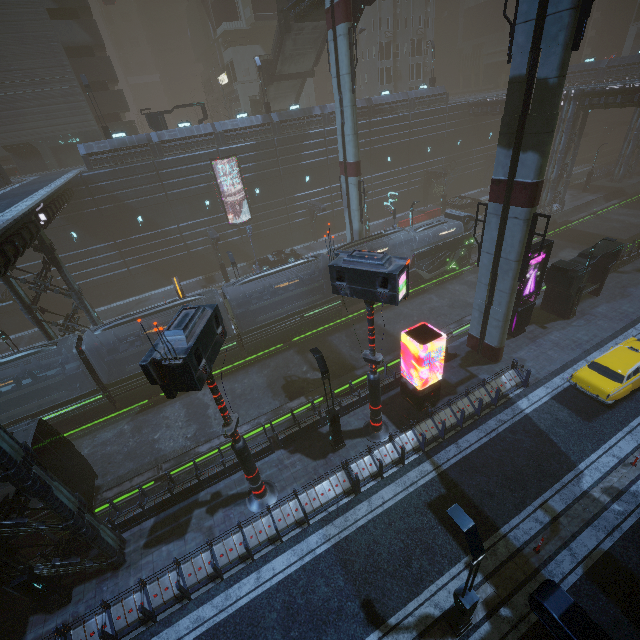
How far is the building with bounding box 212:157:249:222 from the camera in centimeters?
3231cm

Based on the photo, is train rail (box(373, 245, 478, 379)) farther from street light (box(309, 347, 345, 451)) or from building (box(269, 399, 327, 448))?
street light (box(309, 347, 345, 451))

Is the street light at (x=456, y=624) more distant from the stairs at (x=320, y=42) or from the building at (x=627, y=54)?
the stairs at (x=320, y=42)

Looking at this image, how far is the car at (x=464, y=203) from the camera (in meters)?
39.06

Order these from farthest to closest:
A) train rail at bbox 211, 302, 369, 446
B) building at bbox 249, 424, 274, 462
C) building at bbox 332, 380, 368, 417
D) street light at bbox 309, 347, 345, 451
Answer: train rail at bbox 211, 302, 369, 446 < building at bbox 332, 380, 368, 417 < building at bbox 249, 424, 274, 462 < street light at bbox 309, 347, 345, 451

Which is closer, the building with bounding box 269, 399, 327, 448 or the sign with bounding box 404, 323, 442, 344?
the sign with bounding box 404, 323, 442, 344

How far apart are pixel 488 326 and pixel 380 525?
12.1m

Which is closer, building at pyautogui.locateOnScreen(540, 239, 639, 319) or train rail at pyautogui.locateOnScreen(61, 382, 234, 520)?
train rail at pyautogui.locateOnScreen(61, 382, 234, 520)
